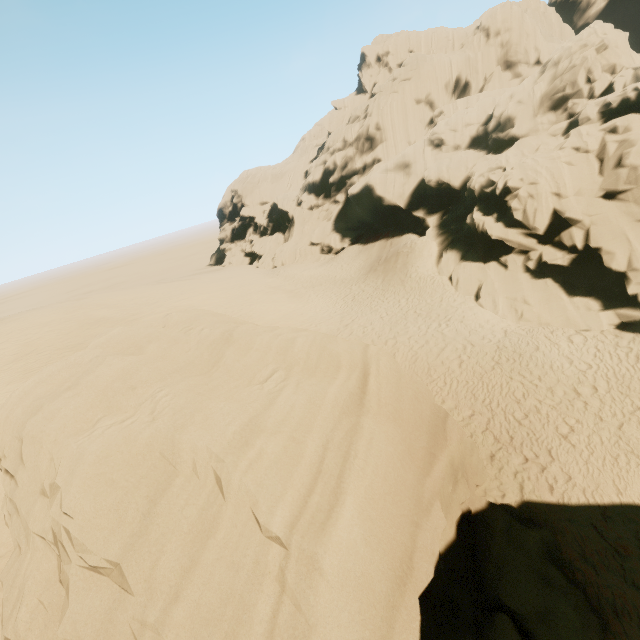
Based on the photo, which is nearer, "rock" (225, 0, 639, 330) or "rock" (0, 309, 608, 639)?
"rock" (0, 309, 608, 639)

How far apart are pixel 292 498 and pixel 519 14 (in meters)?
53.45

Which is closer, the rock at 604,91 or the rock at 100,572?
the rock at 100,572
